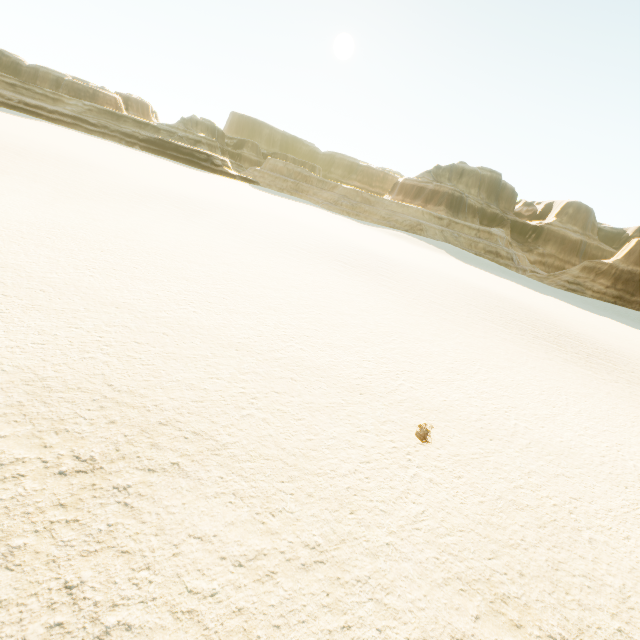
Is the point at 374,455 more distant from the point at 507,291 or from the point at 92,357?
the point at 507,291
